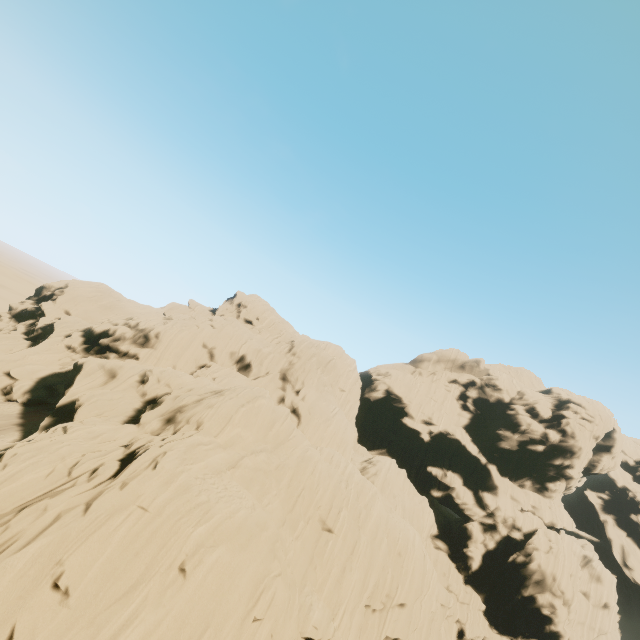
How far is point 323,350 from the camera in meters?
55.2 m
